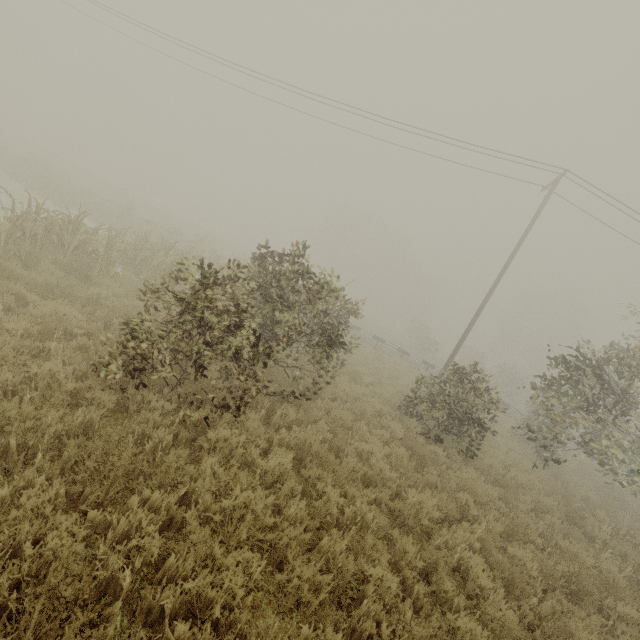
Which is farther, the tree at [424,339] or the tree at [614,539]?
the tree at [424,339]

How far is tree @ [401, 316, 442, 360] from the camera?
34.4m

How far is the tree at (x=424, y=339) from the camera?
34.4 meters

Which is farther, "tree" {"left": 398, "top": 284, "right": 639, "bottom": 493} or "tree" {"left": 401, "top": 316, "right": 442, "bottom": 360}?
"tree" {"left": 401, "top": 316, "right": 442, "bottom": 360}

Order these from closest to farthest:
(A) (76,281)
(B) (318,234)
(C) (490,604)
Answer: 1. (C) (490,604)
2. (A) (76,281)
3. (B) (318,234)

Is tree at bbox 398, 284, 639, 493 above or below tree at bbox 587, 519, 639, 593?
above

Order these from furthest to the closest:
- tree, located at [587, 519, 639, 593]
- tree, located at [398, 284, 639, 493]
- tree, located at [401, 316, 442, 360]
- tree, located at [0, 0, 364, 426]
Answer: tree, located at [401, 316, 442, 360] < tree, located at [398, 284, 639, 493] < tree, located at [587, 519, 639, 593] < tree, located at [0, 0, 364, 426]
